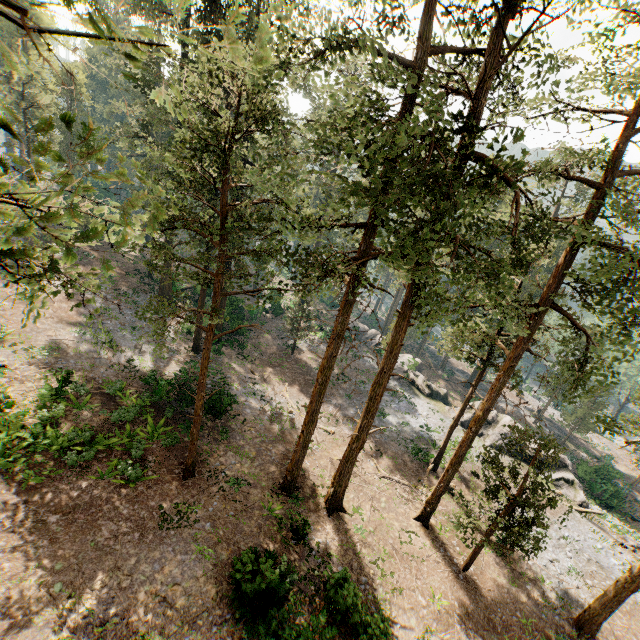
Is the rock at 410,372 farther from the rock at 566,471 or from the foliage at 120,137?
the foliage at 120,137

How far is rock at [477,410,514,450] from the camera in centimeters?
3081cm

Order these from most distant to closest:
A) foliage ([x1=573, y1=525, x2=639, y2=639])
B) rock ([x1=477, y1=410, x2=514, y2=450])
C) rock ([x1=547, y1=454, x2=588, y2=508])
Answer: rock ([x1=477, y1=410, x2=514, y2=450]) → rock ([x1=547, y1=454, x2=588, y2=508]) → foliage ([x1=573, y1=525, x2=639, y2=639])

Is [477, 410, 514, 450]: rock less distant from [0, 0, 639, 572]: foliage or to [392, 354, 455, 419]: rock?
[392, 354, 455, 419]: rock

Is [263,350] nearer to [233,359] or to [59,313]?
[233,359]

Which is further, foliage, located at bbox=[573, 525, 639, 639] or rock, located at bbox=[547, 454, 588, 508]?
rock, located at bbox=[547, 454, 588, 508]
